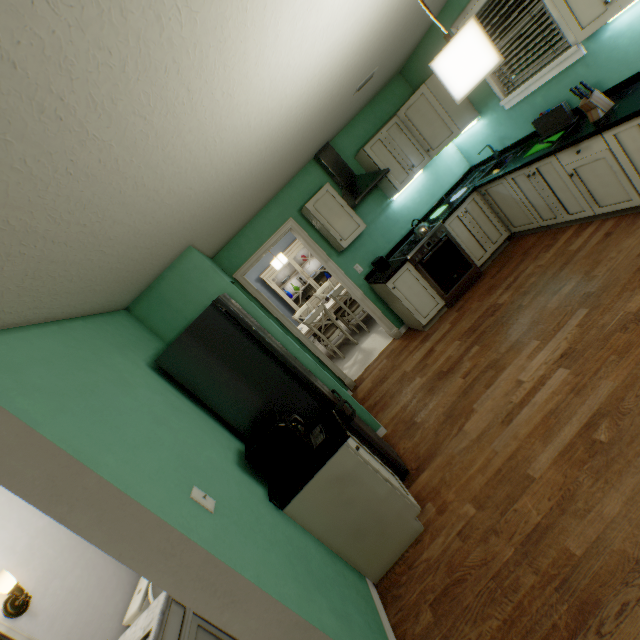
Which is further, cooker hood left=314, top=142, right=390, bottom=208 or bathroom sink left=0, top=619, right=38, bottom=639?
cooker hood left=314, top=142, right=390, bottom=208

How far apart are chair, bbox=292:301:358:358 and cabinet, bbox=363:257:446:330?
1.1m

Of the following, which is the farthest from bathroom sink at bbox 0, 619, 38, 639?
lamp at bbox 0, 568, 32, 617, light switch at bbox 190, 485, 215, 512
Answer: light switch at bbox 190, 485, 215, 512

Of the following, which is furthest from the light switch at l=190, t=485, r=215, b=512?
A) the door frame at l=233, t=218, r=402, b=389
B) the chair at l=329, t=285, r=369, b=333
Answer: the chair at l=329, t=285, r=369, b=333

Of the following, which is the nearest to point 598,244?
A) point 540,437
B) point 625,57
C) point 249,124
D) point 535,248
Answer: point 535,248

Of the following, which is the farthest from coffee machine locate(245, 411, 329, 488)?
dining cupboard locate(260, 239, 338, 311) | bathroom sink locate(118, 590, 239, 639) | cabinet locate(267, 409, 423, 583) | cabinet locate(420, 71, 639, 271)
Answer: dining cupboard locate(260, 239, 338, 311)

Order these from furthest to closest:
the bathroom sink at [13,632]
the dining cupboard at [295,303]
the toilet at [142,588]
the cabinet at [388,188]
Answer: the dining cupboard at [295,303] → the cabinet at [388,188] → the toilet at [142,588] → the bathroom sink at [13,632]

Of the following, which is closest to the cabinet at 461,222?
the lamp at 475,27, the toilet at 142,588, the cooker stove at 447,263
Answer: the cooker stove at 447,263
